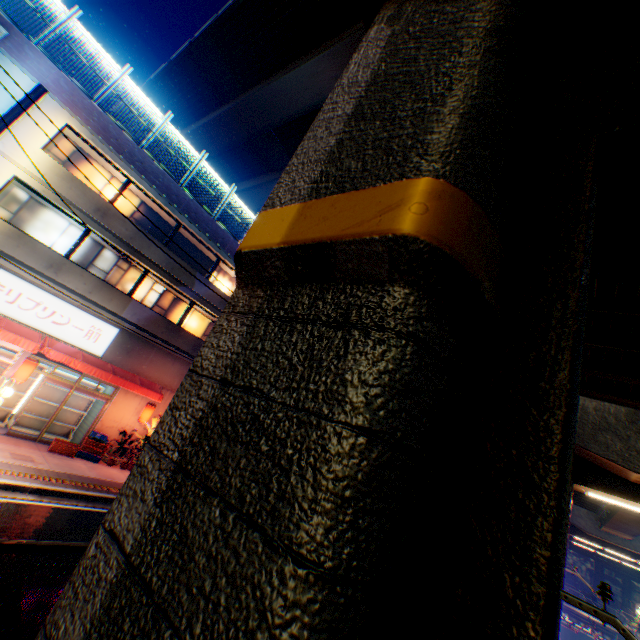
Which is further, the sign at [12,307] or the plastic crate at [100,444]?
the plastic crate at [100,444]

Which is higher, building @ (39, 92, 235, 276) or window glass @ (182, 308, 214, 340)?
building @ (39, 92, 235, 276)

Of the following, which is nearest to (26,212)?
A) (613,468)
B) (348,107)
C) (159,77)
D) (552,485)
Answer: (348,107)

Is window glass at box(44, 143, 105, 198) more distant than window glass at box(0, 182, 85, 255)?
Yes

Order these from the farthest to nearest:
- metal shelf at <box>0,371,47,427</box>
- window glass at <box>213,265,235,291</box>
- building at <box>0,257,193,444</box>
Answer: window glass at <box>213,265,235,291</box>
building at <box>0,257,193,444</box>
metal shelf at <box>0,371,47,427</box>

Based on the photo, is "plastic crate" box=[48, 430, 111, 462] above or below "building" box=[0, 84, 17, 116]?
below

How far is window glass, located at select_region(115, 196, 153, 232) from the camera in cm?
1519

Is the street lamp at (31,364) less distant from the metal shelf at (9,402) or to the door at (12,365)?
the door at (12,365)
